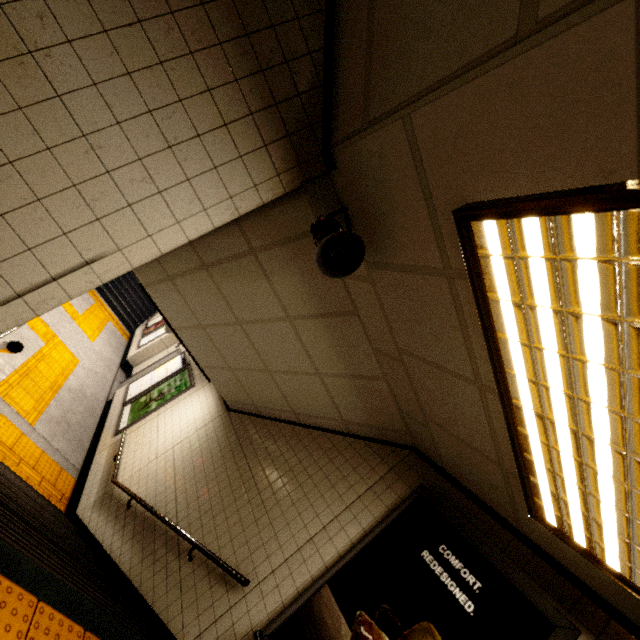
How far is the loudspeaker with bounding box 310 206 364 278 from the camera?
1.8m

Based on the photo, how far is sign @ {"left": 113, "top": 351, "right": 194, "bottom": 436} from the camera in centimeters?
682cm

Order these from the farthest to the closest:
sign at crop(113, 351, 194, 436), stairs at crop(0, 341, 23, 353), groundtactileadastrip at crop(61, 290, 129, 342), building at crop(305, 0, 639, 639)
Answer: groundtactileadastrip at crop(61, 290, 129, 342) → sign at crop(113, 351, 194, 436) → stairs at crop(0, 341, 23, 353) → building at crop(305, 0, 639, 639)

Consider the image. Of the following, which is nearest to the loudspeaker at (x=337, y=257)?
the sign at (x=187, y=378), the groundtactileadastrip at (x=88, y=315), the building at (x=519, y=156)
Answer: the building at (x=519, y=156)

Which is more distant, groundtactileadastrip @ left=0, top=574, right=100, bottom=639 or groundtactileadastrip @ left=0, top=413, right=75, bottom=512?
groundtactileadastrip @ left=0, top=413, right=75, bottom=512

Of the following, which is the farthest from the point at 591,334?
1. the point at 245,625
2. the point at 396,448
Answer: the point at 245,625

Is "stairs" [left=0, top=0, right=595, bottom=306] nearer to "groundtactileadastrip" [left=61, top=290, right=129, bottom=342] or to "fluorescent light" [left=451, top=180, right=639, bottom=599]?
"fluorescent light" [left=451, top=180, right=639, bottom=599]

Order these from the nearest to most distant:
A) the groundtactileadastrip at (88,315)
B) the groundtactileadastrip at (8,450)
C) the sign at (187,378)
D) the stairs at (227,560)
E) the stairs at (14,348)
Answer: the stairs at (14,348) → the stairs at (227,560) → the groundtactileadastrip at (8,450) → the sign at (187,378) → the groundtactileadastrip at (88,315)
